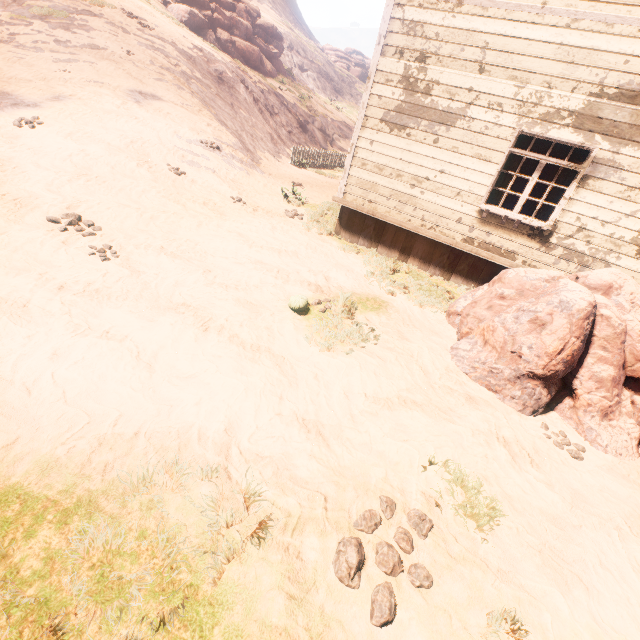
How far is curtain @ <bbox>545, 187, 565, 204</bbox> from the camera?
6.3 meters

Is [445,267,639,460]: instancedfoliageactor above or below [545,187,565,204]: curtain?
below

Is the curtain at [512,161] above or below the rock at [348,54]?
below

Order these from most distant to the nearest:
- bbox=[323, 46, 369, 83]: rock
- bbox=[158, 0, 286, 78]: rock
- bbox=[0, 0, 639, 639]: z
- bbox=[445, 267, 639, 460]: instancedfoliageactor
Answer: bbox=[323, 46, 369, 83]: rock < bbox=[158, 0, 286, 78]: rock < bbox=[445, 267, 639, 460]: instancedfoliageactor < bbox=[0, 0, 639, 639]: z

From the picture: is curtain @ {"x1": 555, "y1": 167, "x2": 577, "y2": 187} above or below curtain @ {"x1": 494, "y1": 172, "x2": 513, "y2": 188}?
above

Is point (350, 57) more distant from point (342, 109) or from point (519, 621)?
point (519, 621)

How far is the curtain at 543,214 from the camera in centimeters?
651cm

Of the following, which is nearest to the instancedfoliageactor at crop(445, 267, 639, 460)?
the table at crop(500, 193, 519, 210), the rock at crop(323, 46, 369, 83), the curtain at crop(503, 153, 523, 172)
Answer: the curtain at crop(503, 153, 523, 172)
